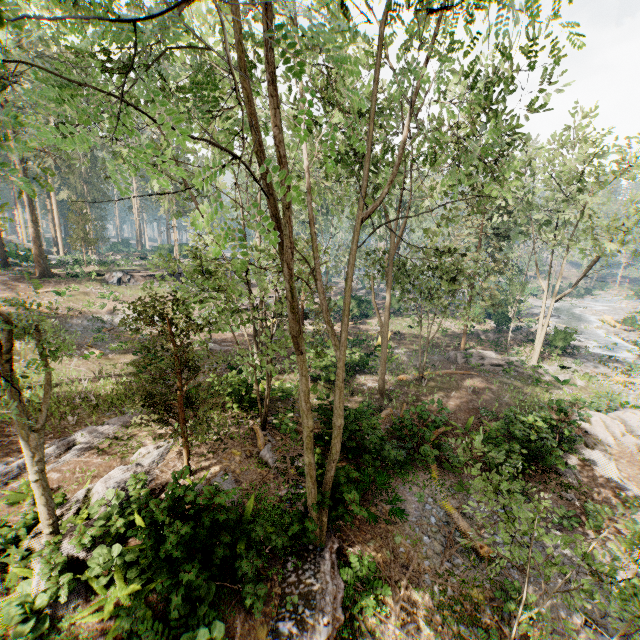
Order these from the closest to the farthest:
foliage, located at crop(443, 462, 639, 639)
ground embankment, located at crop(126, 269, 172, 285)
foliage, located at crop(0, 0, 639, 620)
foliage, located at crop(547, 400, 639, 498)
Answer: foliage, located at crop(0, 0, 639, 620)
foliage, located at crop(443, 462, 639, 639)
foliage, located at crop(547, 400, 639, 498)
ground embankment, located at crop(126, 269, 172, 285)

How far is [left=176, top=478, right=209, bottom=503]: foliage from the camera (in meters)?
7.59

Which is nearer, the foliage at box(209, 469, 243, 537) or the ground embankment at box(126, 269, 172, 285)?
the foliage at box(209, 469, 243, 537)

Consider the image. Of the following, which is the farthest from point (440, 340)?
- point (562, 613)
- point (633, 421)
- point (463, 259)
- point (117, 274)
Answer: point (117, 274)

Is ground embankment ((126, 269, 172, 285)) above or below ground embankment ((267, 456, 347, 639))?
above

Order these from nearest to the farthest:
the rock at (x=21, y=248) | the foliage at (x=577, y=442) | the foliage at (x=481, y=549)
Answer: the foliage at (x=481, y=549) → the foliage at (x=577, y=442) → the rock at (x=21, y=248)

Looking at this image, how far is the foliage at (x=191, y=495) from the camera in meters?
7.6 m

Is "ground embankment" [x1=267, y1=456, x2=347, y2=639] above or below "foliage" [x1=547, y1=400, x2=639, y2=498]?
above
